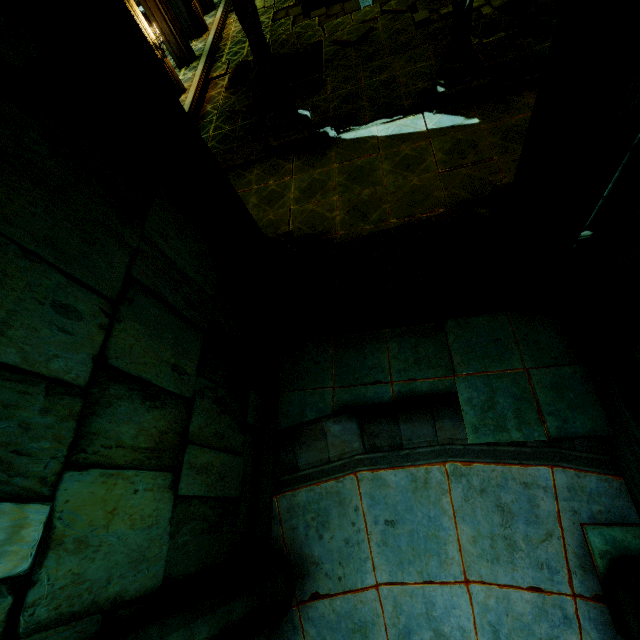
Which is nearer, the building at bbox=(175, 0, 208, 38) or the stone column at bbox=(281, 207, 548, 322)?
the stone column at bbox=(281, 207, 548, 322)

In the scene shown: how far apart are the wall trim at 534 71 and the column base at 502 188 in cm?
372

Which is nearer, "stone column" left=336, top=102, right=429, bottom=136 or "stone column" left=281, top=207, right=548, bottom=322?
"stone column" left=281, top=207, right=548, bottom=322

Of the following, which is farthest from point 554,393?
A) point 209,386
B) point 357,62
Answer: point 357,62

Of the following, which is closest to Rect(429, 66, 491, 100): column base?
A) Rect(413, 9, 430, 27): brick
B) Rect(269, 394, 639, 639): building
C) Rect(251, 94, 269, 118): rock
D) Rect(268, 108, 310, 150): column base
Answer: Rect(268, 108, 310, 150): column base

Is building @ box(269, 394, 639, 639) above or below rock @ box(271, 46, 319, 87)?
above

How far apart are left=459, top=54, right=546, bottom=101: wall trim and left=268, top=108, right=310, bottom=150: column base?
3.58m

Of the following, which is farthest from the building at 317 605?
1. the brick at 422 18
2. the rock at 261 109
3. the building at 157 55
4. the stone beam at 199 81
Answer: the brick at 422 18
